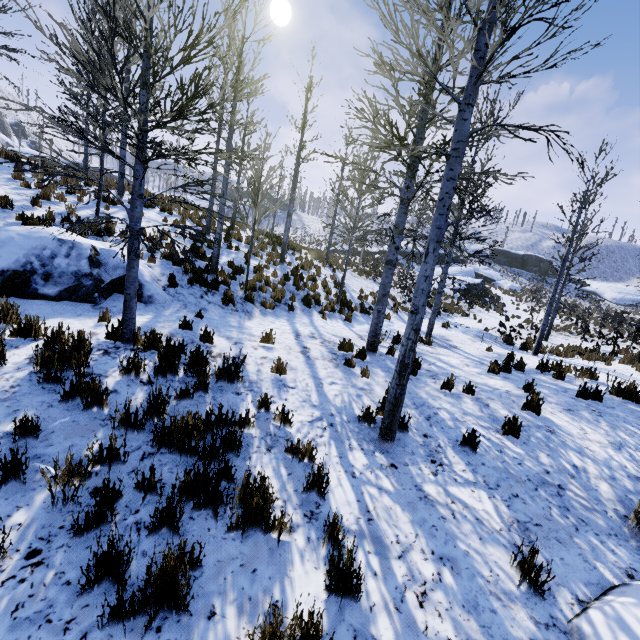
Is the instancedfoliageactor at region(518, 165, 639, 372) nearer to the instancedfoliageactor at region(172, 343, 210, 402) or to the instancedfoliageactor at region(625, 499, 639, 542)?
the instancedfoliageactor at region(172, 343, 210, 402)

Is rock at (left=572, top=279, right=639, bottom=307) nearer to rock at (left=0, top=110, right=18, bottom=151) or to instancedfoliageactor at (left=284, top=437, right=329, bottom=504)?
instancedfoliageactor at (left=284, top=437, right=329, bottom=504)

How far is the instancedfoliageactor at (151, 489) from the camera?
3.0 meters

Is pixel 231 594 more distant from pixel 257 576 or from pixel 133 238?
pixel 133 238

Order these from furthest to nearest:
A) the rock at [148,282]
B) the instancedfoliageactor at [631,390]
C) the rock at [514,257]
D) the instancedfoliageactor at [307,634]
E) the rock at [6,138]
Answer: the rock at [6,138]
the rock at [514,257]
the rock at [148,282]
the instancedfoliageactor at [631,390]
the instancedfoliageactor at [307,634]

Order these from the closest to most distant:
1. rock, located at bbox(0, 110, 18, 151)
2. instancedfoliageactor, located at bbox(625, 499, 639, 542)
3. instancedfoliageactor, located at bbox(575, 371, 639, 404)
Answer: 1. instancedfoliageactor, located at bbox(625, 499, 639, 542)
2. instancedfoliageactor, located at bbox(575, 371, 639, 404)
3. rock, located at bbox(0, 110, 18, 151)

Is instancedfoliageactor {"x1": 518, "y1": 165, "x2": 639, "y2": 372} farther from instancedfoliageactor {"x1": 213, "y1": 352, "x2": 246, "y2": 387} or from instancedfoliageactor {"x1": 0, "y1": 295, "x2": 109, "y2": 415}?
instancedfoliageactor {"x1": 0, "y1": 295, "x2": 109, "y2": 415}

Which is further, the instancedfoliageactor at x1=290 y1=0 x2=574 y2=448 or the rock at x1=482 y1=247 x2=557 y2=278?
the rock at x1=482 y1=247 x2=557 y2=278
